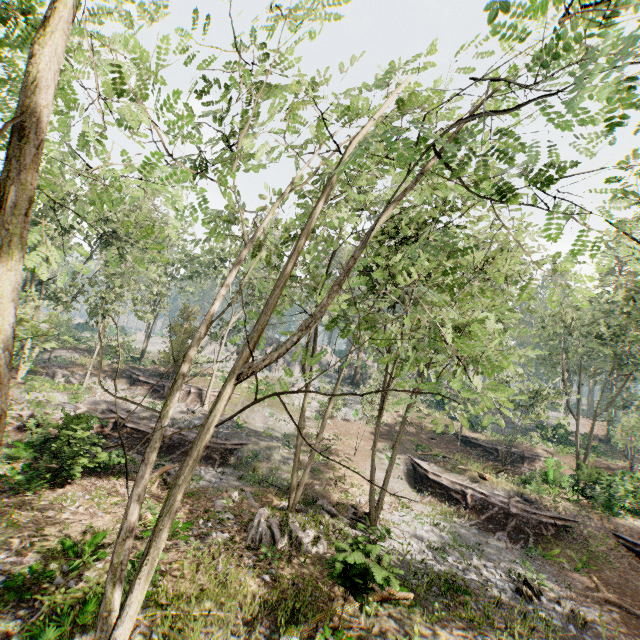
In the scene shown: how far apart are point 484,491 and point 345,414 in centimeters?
1709cm

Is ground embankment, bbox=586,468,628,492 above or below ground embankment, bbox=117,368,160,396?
above

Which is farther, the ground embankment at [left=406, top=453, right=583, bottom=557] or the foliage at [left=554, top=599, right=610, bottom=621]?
the ground embankment at [left=406, top=453, right=583, bottom=557]

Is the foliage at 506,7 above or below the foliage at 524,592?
above

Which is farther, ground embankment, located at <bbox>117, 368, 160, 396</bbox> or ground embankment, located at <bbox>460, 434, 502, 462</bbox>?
ground embankment, located at <bbox>460, 434, 502, 462</bbox>

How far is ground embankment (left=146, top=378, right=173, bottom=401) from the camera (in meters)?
31.33

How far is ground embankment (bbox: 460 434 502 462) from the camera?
33.3 meters

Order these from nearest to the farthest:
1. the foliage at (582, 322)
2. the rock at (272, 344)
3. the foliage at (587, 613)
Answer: the foliage at (582, 322) < the foliage at (587, 613) < the rock at (272, 344)
